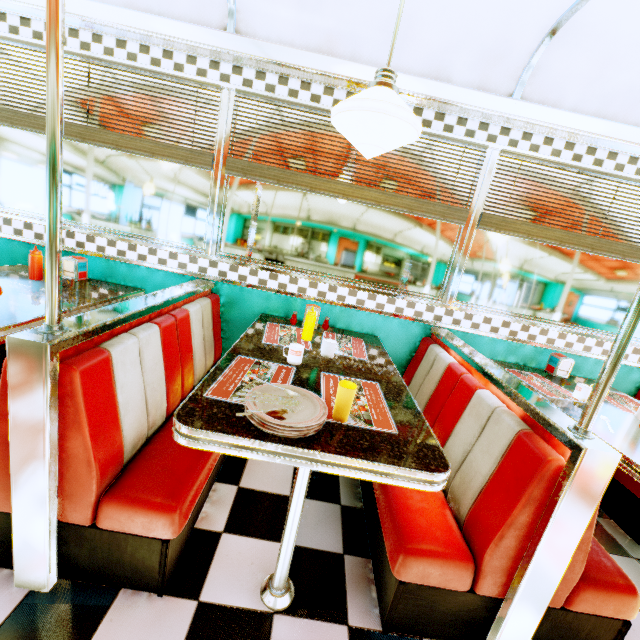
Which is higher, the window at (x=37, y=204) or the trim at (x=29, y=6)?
the trim at (x=29, y=6)

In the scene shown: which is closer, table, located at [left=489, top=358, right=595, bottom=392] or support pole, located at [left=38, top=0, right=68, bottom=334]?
support pole, located at [left=38, top=0, right=68, bottom=334]

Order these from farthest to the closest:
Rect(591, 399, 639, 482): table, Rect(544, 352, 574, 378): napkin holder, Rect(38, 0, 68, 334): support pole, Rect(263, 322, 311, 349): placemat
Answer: Rect(544, 352, 574, 378): napkin holder → Rect(263, 322, 311, 349): placemat → Rect(591, 399, 639, 482): table → Rect(38, 0, 68, 334): support pole

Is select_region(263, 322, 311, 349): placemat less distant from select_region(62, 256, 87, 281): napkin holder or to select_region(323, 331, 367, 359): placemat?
select_region(323, 331, 367, 359): placemat

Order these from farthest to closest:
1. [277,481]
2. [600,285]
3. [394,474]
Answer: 1. [600,285]
2. [277,481]
3. [394,474]

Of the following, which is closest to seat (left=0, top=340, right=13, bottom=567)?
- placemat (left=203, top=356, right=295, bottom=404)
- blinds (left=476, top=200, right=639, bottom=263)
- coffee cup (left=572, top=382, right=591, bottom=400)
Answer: placemat (left=203, top=356, right=295, bottom=404)

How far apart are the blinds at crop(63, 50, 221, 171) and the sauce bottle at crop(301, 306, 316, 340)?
1.3m

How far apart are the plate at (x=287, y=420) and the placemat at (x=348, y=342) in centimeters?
75cm
